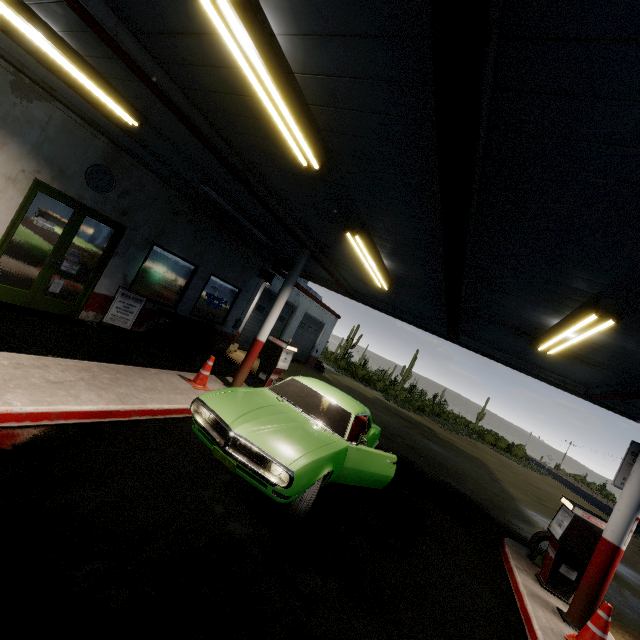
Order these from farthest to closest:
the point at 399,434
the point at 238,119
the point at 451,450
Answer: the point at 451,450, the point at 399,434, the point at 238,119

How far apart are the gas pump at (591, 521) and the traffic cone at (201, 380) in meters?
7.0 m

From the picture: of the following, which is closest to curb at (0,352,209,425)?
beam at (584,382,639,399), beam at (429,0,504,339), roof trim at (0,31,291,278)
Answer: roof trim at (0,31,291,278)

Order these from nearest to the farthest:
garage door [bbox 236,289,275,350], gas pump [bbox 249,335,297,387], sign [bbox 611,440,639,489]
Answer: sign [bbox 611,440,639,489], gas pump [bbox 249,335,297,387], garage door [bbox 236,289,275,350]

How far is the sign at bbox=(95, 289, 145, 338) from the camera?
8.1 meters

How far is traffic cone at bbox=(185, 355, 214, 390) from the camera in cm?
668

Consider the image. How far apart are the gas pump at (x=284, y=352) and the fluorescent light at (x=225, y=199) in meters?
2.8 m

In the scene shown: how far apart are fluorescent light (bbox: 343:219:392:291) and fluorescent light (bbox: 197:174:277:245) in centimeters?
349cm
